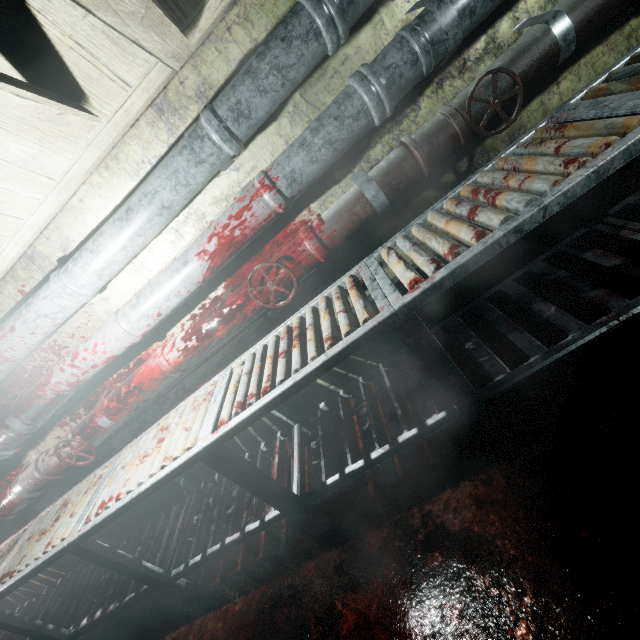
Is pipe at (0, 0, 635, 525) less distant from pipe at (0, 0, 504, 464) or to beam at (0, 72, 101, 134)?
pipe at (0, 0, 504, 464)

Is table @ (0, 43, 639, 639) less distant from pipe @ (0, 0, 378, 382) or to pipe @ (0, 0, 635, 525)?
pipe @ (0, 0, 635, 525)

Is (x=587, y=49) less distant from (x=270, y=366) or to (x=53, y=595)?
(x=270, y=366)

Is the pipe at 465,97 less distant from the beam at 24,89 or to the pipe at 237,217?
the pipe at 237,217

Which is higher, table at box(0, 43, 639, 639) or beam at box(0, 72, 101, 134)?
beam at box(0, 72, 101, 134)

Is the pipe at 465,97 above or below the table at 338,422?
above

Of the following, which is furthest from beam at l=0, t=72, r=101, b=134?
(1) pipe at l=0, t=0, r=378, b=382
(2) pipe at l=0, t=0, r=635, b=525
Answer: (2) pipe at l=0, t=0, r=635, b=525

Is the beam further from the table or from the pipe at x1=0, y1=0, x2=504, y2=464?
the table
